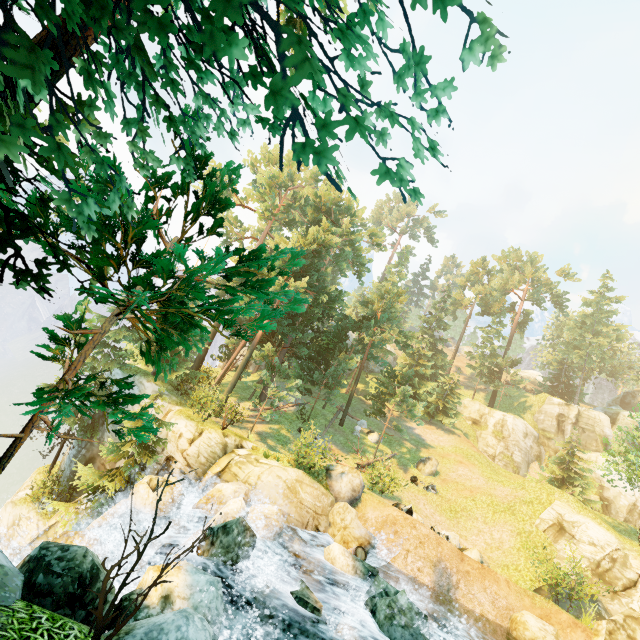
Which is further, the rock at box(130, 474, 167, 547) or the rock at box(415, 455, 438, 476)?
the rock at box(415, 455, 438, 476)

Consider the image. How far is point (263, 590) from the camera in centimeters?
1038cm

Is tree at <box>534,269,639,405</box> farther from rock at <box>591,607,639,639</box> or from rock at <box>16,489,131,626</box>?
rock at <box>591,607,639,639</box>

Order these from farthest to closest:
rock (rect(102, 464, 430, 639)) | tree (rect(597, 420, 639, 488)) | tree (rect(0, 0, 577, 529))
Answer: tree (rect(597, 420, 639, 488))
rock (rect(102, 464, 430, 639))
tree (rect(0, 0, 577, 529))

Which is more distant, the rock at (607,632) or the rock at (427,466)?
the rock at (427,466)

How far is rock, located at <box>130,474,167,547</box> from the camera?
13.6 meters

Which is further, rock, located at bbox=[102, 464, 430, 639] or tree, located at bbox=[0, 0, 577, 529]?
rock, located at bbox=[102, 464, 430, 639]

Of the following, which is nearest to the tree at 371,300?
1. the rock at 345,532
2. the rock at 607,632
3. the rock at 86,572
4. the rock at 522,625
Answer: the rock at 86,572
